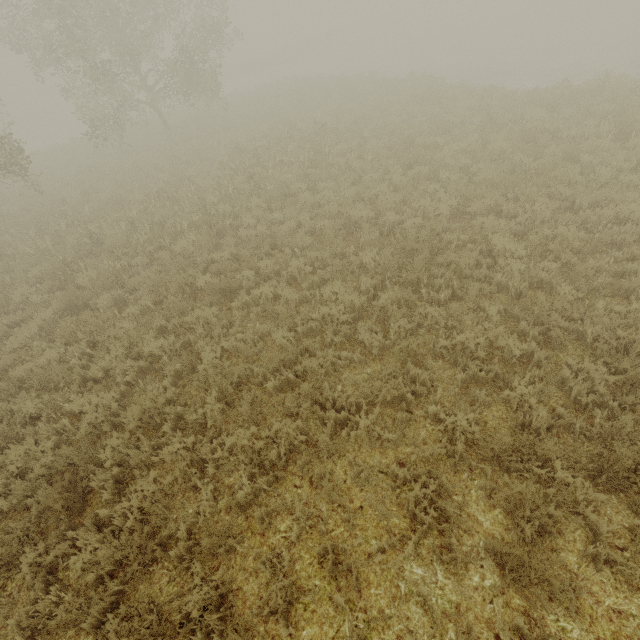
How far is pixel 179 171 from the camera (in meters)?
14.64
